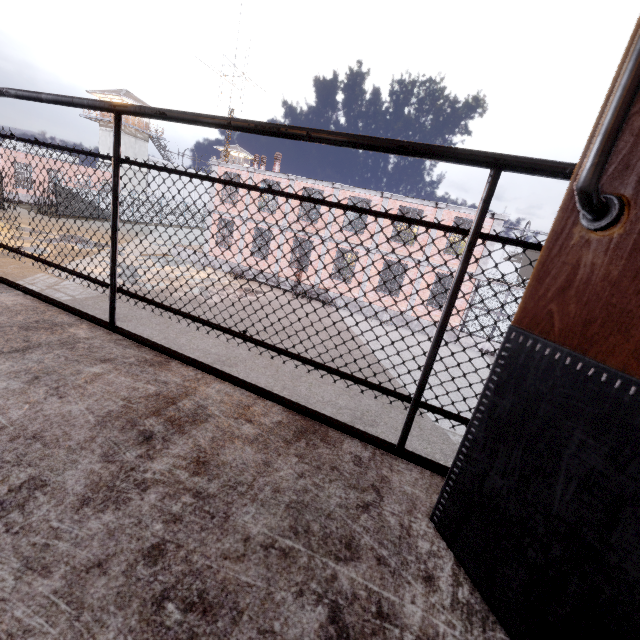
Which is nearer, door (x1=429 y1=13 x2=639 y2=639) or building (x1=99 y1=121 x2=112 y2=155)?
door (x1=429 y1=13 x2=639 y2=639)

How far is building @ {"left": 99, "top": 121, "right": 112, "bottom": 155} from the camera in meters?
41.3

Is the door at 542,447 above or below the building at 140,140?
below

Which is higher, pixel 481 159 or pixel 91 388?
pixel 481 159

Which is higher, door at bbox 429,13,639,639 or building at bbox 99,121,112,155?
building at bbox 99,121,112,155
